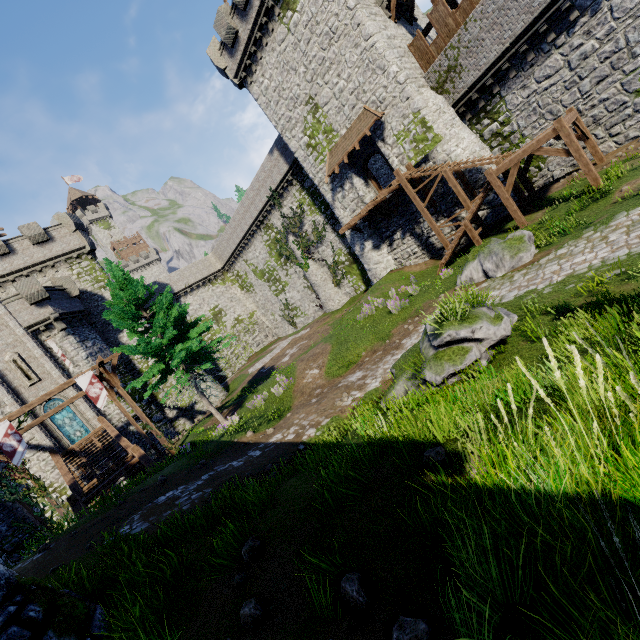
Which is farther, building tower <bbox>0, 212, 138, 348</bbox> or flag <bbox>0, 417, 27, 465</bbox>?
building tower <bbox>0, 212, 138, 348</bbox>

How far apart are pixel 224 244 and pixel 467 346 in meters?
40.4

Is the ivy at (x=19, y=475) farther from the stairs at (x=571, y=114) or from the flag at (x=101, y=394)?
the stairs at (x=571, y=114)

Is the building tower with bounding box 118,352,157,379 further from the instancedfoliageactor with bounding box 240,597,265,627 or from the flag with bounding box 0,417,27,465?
the instancedfoliageactor with bounding box 240,597,265,627

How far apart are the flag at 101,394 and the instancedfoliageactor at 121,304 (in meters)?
3.63

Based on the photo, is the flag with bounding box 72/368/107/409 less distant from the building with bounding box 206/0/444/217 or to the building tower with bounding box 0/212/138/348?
the building tower with bounding box 0/212/138/348

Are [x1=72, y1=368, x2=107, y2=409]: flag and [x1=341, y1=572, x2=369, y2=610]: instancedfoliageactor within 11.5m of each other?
no

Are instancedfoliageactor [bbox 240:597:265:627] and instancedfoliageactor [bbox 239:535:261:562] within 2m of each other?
yes
